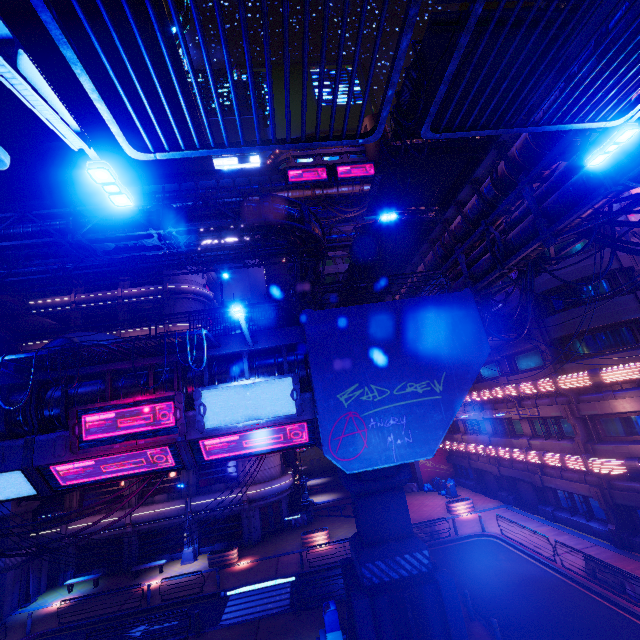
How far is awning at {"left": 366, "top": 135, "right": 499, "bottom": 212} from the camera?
13.1m

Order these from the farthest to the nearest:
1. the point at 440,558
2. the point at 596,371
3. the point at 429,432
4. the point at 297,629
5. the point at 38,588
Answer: the point at 38,588 < the point at 440,558 < the point at 596,371 < the point at 297,629 < the point at 429,432

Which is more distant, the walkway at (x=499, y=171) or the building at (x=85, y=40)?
the building at (x=85, y=40)

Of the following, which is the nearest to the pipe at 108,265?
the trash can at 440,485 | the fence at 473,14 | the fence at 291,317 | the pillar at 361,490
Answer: the fence at 473,14

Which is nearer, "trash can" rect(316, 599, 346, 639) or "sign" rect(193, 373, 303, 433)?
"sign" rect(193, 373, 303, 433)

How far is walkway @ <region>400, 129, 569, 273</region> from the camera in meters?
11.6

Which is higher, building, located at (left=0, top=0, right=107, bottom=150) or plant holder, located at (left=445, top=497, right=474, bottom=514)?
building, located at (left=0, top=0, right=107, bottom=150)

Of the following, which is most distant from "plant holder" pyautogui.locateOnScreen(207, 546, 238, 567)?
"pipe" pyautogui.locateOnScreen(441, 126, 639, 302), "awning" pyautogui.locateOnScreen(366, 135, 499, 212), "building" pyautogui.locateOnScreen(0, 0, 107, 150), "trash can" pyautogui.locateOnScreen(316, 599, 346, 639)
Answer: "building" pyautogui.locateOnScreen(0, 0, 107, 150)
